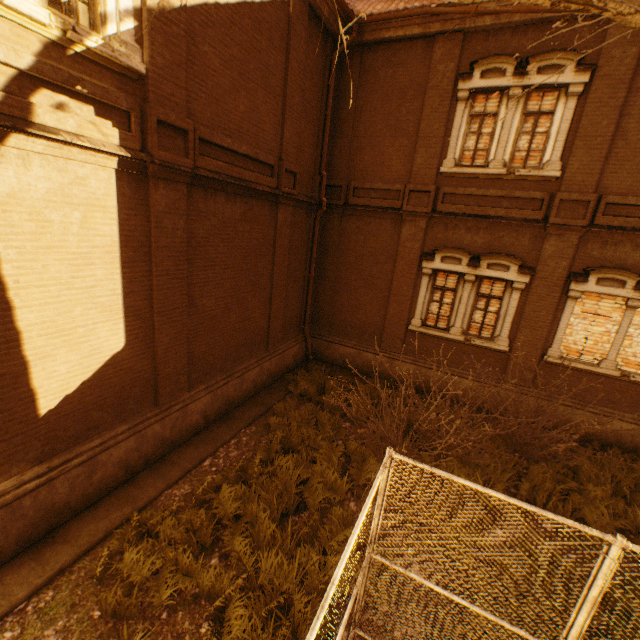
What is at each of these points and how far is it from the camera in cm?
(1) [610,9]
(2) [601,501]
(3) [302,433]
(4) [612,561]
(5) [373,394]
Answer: (1) tree, 273
(2) instancedfoliageactor, 679
(3) instancedfoliageactor, 772
(4) fence, 275
(5) instancedfoliageactor, 1027

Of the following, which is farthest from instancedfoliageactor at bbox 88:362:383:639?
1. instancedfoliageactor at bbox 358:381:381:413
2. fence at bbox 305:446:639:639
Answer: instancedfoliageactor at bbox 358:381:381:413

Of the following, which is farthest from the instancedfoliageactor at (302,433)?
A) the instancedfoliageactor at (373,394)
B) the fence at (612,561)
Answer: the instancedfoliageactor at (373,394)

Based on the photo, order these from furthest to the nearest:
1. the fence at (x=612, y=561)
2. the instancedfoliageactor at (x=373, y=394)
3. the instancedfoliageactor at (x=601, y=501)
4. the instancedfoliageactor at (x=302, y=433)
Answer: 1. the instancedfoliageactor at (x=373, y=394)
2. the instancedfoliageactor at (x=601, y=501)
3. the instancedfoliageactor at (x=302, y=433)
4. the fence at (x=612, y=561)

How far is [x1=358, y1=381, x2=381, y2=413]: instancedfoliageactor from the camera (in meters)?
9.69

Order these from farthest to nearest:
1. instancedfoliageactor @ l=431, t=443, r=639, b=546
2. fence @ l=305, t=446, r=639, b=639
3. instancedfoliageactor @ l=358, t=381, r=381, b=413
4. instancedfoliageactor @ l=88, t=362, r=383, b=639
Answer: instancedfoliageactor @ l=358, t=381, r=381, b=413
instancedfoliageactor @ l=431, t=443, r=639, b=546
instancedfoliageactor @ l=88, t=362, r=383, b=639
fence @ l=305, t=446, r=639, b=639

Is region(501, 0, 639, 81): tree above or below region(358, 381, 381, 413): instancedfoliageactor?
above

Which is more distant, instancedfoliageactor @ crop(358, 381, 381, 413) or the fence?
instancedfoliageactor @ crop(358, 381, 381, 413)
